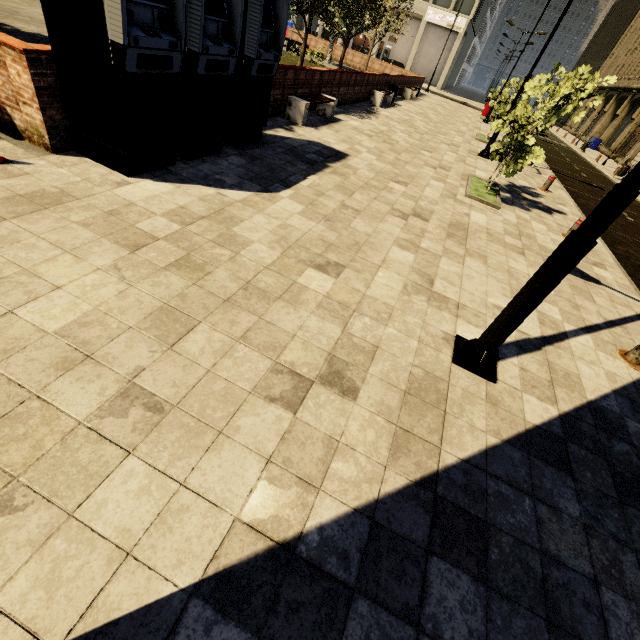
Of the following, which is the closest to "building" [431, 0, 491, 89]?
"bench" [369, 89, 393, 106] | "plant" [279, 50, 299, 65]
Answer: "bench" [369, 89, 393, 106]

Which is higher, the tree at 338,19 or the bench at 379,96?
the tree at 338,19

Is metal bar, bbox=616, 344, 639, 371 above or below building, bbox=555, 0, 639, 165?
below

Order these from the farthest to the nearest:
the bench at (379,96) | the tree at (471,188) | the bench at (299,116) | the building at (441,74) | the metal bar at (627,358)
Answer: the building at (441,74)
the bench at (379,96)
the bench at (299,116)
the tree at (471,188)
the metal bar at (627,358)

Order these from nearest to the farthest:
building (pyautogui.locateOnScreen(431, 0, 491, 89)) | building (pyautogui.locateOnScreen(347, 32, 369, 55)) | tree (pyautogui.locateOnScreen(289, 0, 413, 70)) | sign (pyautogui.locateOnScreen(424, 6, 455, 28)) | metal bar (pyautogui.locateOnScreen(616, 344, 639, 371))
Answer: metal bar (pyautogui.locateOnScreen(616, 344, 639, 371)) → tree (pyautogui.locateOnScreen(289, 0, 413, 70)) → building (pyautogui.locateOnScreen(431, 0, 491, 89)) → sign (pyautogui.locateOnScreen(424, 6, 455, 28)) → building (pyautogui.locateOnScreen(347, 32, 369, 55))

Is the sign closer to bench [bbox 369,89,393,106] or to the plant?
the plant

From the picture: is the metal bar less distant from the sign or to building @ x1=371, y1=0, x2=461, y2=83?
building @ x1=371, y1=0, x2=461, y2=83

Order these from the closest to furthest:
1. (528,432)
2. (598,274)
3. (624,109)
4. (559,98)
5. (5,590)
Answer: (5,590)
(528,432)
(598,274)
(559,98)
(624,109)
